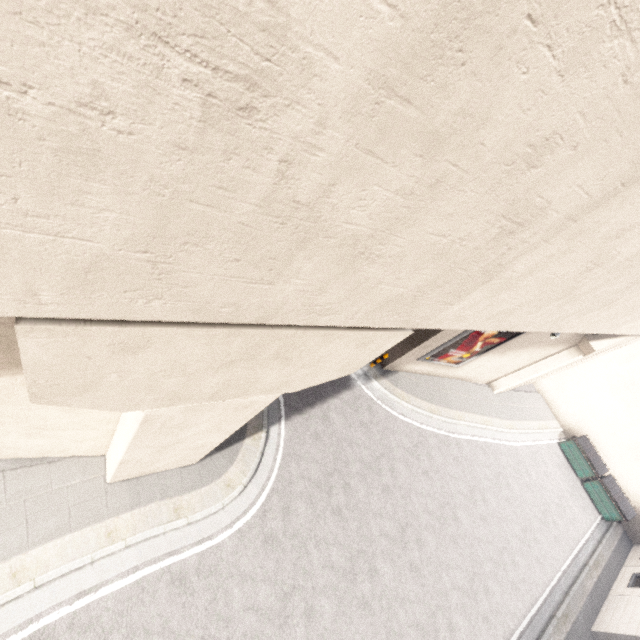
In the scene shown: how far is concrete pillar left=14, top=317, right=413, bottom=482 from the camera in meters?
2.4 m

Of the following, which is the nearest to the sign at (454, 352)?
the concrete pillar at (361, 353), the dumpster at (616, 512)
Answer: the concrete pillar at (361, 353)

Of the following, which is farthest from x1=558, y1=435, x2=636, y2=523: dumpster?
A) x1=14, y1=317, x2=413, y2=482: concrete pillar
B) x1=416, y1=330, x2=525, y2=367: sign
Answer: x1=14, y1=317, x2=413, y2=482: concrete pillar

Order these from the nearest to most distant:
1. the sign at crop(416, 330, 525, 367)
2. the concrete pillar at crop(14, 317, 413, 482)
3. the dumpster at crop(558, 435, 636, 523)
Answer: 1. the concrete pillar at crop(14, 317, 413, 482)
2. the sign at crop(416, 330, 525, 367)
3. the dumpster at crop(558, 435, 636, 523)

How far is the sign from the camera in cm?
1288

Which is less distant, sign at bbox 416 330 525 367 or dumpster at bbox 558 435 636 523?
sign at bbox 416 330 525 367

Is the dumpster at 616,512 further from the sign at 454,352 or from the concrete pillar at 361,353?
the concrete pillar at 361,353

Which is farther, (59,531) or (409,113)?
(59,531)
